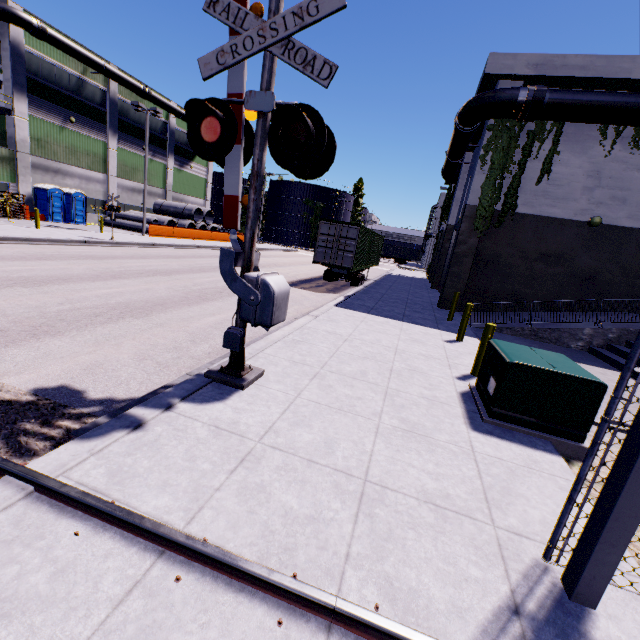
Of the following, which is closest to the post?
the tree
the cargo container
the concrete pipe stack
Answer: the cargo container

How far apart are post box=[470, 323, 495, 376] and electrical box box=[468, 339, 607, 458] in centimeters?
62cm

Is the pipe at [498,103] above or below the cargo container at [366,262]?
above

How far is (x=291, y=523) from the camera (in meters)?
2.70

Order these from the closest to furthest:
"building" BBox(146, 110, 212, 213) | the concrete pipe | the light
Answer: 1. the light
2. the concrete pipe
3. "building" BBox(146, 110, 212, 213)

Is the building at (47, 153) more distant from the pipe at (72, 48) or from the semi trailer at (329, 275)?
the semi trailer at (329, 275)

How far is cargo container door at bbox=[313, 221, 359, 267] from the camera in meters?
16.5 m

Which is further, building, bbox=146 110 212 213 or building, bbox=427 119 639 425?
building, bbox=146 110 212 213
